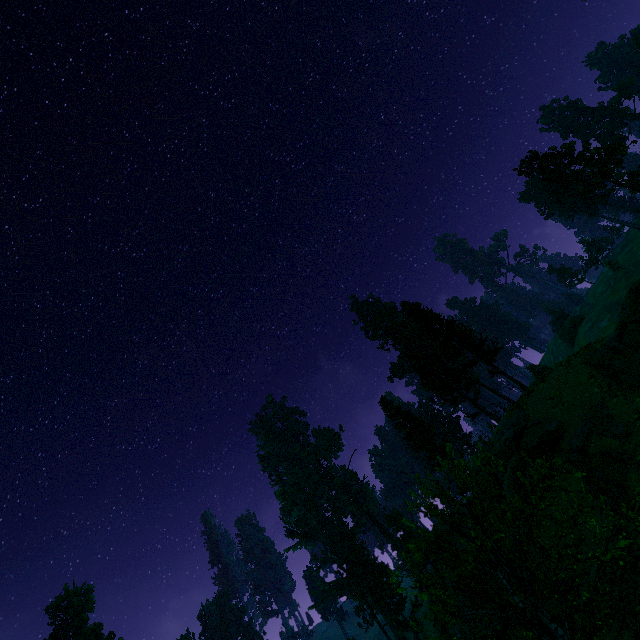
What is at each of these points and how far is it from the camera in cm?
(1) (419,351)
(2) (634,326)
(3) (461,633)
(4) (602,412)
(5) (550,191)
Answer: (1) treerock, 4838
(2) rock, 2148
(3) rock, 3005
(4) rock, 2114
(5) treerock, 4781

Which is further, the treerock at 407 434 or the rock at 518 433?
the rock at 518 433

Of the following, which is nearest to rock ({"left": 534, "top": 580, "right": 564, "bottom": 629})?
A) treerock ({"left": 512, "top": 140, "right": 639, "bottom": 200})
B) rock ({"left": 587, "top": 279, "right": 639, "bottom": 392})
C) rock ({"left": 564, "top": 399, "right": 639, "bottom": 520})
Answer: rock ({"left": 564, "top": 399, "right": 639, "bottom": 520})

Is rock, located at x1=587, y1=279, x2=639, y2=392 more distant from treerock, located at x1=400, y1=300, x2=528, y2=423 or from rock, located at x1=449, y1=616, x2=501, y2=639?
treerock, located at x1=400, y1=300, x2=528, y2=423

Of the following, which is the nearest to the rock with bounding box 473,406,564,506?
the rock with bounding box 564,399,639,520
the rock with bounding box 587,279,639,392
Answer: the rock with bounding box 564,399,639,520

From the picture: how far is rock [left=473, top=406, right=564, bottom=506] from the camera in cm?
2348
